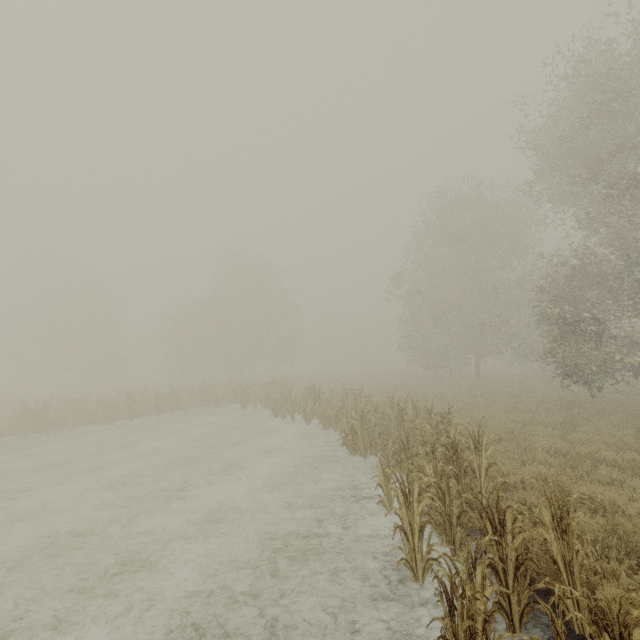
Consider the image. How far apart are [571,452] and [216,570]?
9.71m
